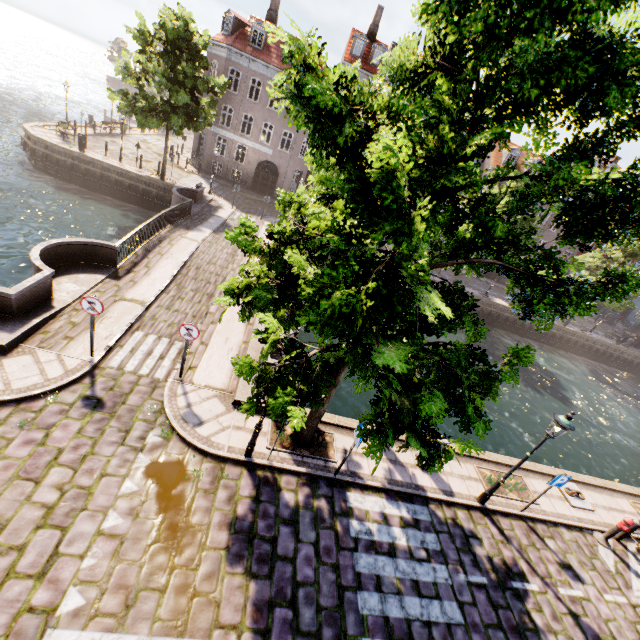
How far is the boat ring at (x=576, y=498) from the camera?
10.8m

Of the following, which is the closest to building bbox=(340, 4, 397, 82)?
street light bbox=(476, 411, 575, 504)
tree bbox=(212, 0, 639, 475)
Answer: tree bbox=(212, 0, 639, 475)

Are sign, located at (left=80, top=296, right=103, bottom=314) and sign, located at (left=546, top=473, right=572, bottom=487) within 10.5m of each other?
no

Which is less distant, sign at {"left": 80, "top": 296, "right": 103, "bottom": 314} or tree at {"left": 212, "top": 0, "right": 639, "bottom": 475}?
tree at {"left": 212, "top": 0, "right": 639, "bottom": 475}

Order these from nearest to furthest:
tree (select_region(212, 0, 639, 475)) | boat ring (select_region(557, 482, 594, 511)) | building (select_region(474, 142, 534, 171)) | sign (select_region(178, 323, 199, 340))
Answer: tree (select_region(212, 0, 639, 475)) → sign (select_region(178, 323, 199, 340)) → boat ring (select_region(557, 482, 594, 511)) → building (select_region(474, 142, 534, 171))

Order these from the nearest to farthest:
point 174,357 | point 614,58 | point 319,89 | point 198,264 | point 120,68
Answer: point 319,89
point 614,58
point 174,357
point 198,264
point 120,68

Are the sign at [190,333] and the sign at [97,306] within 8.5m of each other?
yes

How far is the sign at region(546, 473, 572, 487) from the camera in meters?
8.8 m
